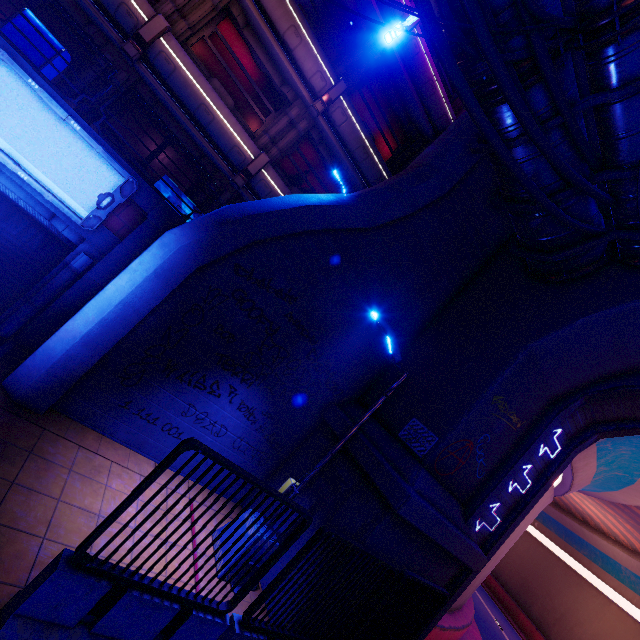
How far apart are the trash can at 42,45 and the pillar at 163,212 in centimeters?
329cm

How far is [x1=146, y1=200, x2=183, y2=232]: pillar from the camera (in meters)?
7.66

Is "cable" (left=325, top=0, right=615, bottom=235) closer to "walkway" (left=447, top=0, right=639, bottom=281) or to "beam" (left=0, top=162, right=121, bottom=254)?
"walkway" (left=447, top=0, right=639, bottom=281)

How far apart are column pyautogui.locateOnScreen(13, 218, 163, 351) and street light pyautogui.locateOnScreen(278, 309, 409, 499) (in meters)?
5.40

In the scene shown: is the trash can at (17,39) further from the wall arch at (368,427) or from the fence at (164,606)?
the wall arch at (368,427)

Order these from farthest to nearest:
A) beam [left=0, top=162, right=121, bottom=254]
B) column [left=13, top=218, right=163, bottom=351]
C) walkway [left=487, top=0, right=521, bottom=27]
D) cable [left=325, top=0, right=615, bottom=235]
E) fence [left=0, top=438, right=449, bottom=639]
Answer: column [left=13, top=218, right=163, bottom=351], beam [left=0, top=162, right=121, bottom=254], walkway [left=487, top=0, right=521, bottom=27], cable [left=325, top=0, right=615, bottom=235], fence [left=0, top=438, right=449, bottom=639]

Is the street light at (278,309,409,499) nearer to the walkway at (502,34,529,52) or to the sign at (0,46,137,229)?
the walkway at (502,34,529,52)

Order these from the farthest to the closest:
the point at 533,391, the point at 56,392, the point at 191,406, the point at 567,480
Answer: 1. the point at 567,480
2. the point at 533,391
3. the point at 191,406
4. the point at 56,392
